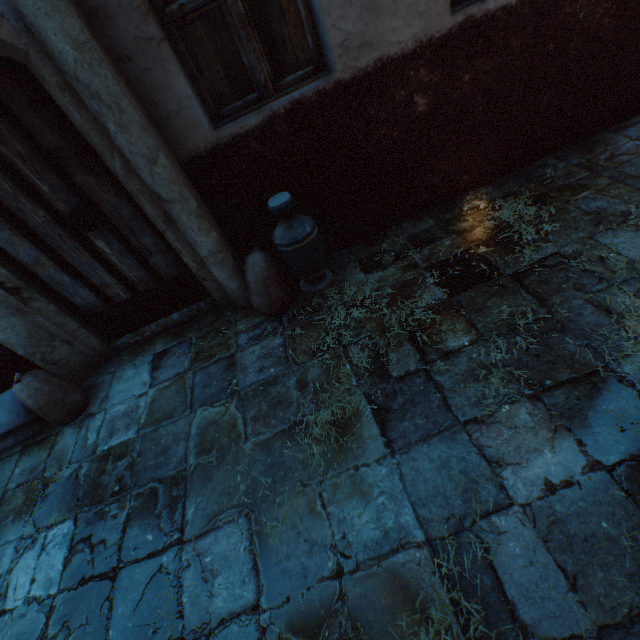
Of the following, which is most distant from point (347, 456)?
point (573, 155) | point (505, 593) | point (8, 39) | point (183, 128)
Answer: Result: point (573, 155)

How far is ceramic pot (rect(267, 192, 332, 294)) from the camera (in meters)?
2.62

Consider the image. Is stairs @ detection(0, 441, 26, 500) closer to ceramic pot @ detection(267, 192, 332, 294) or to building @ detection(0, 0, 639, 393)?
building @ detection(0, 0, 639, 393)

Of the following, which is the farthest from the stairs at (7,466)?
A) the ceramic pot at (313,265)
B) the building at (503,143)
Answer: the ceramic pot at (313,265)

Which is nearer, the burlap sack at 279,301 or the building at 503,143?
the building at 503,143

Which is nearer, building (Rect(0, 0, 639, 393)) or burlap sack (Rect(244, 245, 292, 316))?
building (Rect(0, 0, 639, 393))

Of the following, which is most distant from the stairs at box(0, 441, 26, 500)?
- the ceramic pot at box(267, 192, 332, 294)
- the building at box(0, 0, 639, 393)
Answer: the ceramic pot at box(267, 192, 332, 294)
